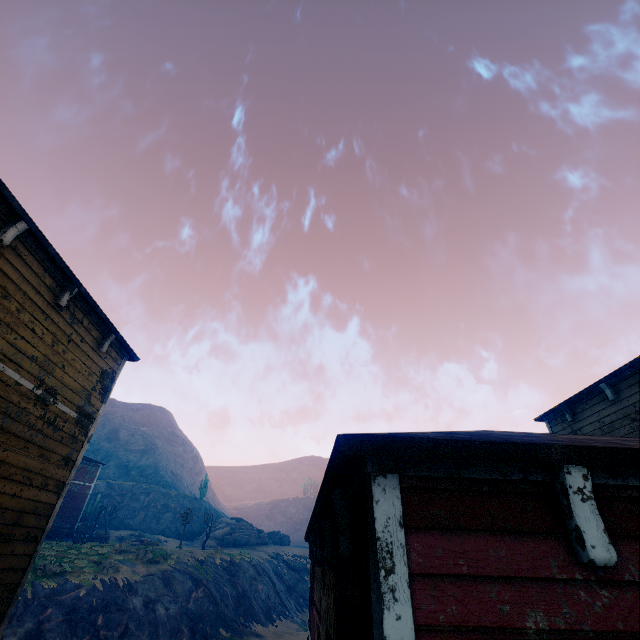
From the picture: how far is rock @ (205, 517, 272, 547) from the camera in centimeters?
4144cm

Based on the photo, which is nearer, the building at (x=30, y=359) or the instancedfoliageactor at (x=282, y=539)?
the building at (x=30, y=359)

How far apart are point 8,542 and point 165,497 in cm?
5297

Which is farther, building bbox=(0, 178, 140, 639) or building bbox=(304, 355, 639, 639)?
building bbox=(0, 178, 140, 639)

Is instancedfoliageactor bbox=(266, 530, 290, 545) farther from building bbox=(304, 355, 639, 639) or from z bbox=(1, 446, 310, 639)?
building bbox=(304, 355, 639, 639)

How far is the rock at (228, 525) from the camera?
41.4m

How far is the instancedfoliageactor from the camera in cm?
4865

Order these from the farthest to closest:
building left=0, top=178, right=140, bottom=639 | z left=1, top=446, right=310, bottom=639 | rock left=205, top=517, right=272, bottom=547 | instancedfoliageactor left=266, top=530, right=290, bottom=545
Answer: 1. instancedfoliageactor left=266, top=530, right=290, bottom=545
2. rock left=205, top=517, right=272, bottom=547
3. z left=1, top=446, right=310, bottom=639
4. building left=0, top=178, right=140, bottom=639
